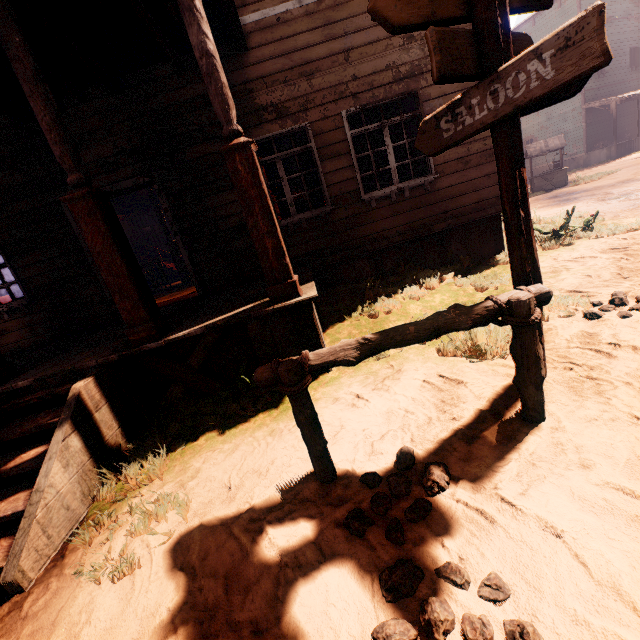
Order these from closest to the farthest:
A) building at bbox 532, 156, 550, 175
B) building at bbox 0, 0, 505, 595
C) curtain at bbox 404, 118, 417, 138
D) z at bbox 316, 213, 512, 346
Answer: building at bbox 0, 0, 505, 595
z at bbox 316, 213, 512, 346
curtain at bbox 404, 118, 417, 138
building at bbox 532, 156, 550, 175

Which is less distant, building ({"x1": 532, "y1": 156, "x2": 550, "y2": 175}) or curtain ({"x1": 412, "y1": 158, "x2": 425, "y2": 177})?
curtain ({"x1": 412, "y1": 158, "x2": 425, "y2": 177})

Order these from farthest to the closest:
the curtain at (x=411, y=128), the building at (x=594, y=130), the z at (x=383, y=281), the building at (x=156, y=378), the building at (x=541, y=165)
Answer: the building at (x=541, y=165) < the building at (x=594, y=130) < the curtain at (x=411, y=128) < the z at (x=383, y=281) < the building at (x=156, y=378)

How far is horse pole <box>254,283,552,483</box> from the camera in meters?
2.0

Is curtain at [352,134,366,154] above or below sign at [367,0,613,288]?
above

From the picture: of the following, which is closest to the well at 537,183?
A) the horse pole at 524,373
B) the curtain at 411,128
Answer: the curtain at 411,128

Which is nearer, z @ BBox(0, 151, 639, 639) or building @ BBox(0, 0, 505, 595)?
z @ BBox(0, 151, 639, 639)

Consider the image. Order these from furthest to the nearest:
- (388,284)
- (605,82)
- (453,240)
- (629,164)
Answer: (605,82) → (629,164) → (453,240) → (388,284)
